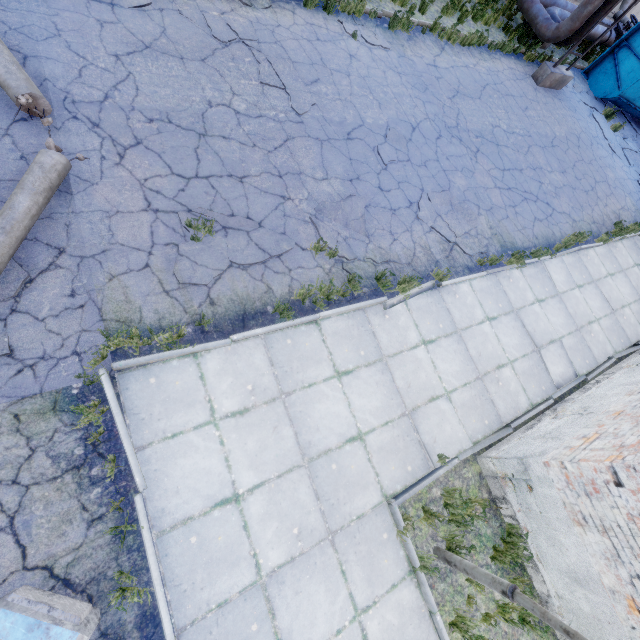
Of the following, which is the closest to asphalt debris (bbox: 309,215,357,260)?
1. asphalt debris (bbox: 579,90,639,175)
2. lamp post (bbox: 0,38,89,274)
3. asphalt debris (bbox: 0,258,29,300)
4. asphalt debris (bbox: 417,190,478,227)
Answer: asphalt debris (bbox: 417,190,478,227)

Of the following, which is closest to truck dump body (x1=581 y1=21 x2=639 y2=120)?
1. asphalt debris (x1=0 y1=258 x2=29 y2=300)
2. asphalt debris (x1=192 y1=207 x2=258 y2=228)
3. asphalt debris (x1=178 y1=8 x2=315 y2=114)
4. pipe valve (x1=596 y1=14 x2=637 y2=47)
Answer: pipe valve (x1=596 y1=14 x2=637 y2=47)

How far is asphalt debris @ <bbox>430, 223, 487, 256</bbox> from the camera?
7.43m

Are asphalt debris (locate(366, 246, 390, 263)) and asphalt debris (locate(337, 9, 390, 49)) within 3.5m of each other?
no

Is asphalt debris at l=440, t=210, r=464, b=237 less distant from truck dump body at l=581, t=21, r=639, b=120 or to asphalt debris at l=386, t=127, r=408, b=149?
asphalt debris at l=386, t=127, r=408, b=149

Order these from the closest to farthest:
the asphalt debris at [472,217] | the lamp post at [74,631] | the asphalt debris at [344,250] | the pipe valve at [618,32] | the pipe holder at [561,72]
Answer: the lamp post at [74,631]
the asphalt debris at [344,250]
the asphalt debris at [472,217]
the pipe holder at [561,72]
the pipe valve at [618,32]

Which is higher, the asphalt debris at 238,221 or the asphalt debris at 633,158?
the asphalt debris at 633,158

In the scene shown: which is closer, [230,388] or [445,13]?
[230,388]
